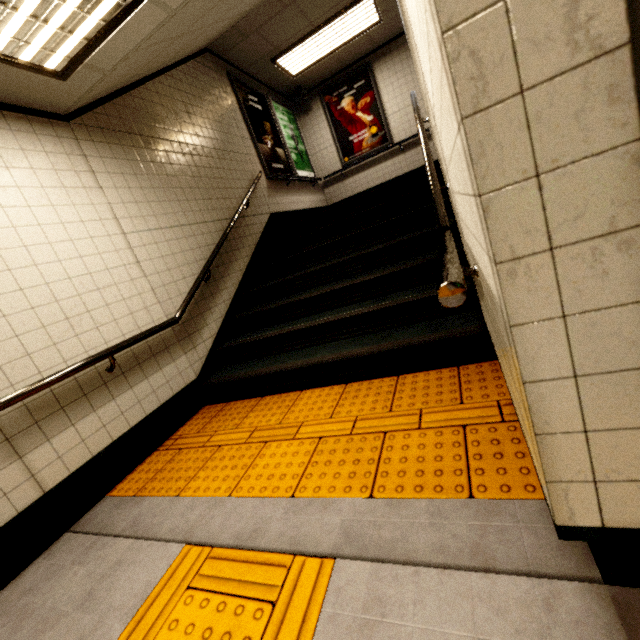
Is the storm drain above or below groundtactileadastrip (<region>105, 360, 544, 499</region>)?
above

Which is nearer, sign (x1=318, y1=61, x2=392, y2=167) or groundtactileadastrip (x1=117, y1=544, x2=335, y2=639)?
groundtactileadastrip (x1=117, y1=544, x2=335, y2=639)

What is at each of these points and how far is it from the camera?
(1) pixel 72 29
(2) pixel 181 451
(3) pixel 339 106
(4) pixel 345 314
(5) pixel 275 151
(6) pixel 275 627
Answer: (1) fluorescent light, 1.99m
(2) groundtactileadastrip, 2.73m
(3) sign, 7.63m
(4) stairs, 3.16m
(5) sign, 6.40m
(6) groundtactileadastrip, 1.18m

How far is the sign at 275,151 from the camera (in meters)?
5.70

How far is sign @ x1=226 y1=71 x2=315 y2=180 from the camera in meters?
5.7

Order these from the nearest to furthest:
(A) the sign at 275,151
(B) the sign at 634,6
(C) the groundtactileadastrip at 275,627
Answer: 1. (B) the sign at 634,6
2. (C) the groundtactileadastrip at 275,627
3. (A) the sign at 275,151

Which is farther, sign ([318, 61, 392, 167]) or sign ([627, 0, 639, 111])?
sign ([318, 61, 392, 167])

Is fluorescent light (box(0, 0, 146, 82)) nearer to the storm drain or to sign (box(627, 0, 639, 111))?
the storm drain
